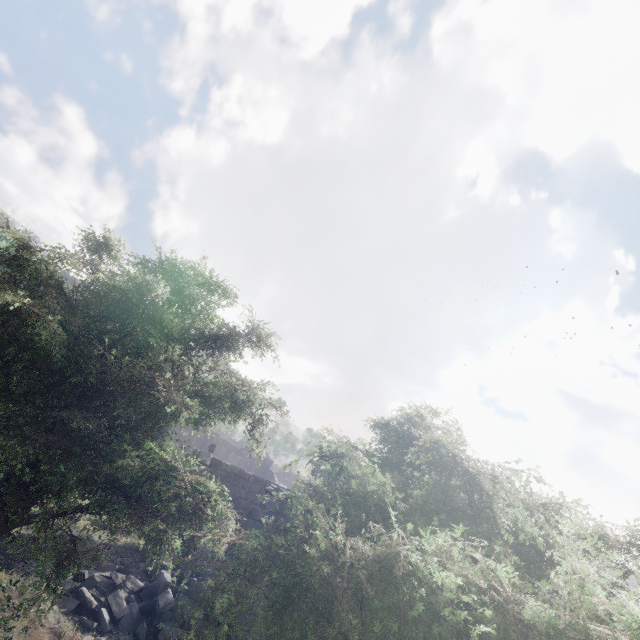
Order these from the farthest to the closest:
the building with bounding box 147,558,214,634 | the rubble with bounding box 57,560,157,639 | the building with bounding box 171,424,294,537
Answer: the building with bounding box 171,424,294,537, the building with bounding box 147,558,214,634, the rubble with bounding box 57,560,157,639

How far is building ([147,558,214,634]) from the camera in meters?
9.4

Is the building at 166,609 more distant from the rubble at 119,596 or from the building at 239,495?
the building at 239,495

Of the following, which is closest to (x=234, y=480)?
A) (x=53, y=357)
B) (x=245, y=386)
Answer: (x=245, y=386)

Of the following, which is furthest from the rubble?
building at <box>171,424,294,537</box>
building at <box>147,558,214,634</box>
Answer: building at <box>171,424,294,537</box>
